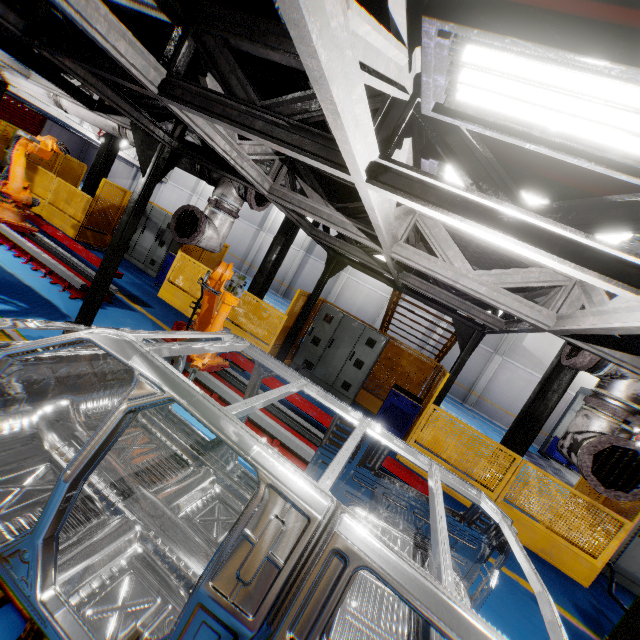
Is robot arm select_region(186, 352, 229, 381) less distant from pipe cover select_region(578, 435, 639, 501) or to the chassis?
the chassis

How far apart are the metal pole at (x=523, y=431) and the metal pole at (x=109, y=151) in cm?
1457

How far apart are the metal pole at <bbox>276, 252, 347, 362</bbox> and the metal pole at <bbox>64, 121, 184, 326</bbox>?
3.7 meters

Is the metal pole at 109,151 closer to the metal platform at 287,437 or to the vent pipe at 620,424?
the metal platform at 287,437

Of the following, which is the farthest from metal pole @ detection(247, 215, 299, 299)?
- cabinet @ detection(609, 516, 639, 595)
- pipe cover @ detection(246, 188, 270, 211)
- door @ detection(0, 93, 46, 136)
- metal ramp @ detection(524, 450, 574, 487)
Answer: door @ detection(0, 93, 46, 136)

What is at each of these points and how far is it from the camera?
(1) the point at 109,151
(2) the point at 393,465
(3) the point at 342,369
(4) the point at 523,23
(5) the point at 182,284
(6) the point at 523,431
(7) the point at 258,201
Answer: (1) metal pole, 11.8 meters
(2) metal platform, 5.3 meters
(3) cabinet, 9.0 meters
(4) light, 1.2 meters
(5) metal panel, 9.3 meters
(6) metal pole, 7.4 meters
(7) pipe cover, 5.1 meters

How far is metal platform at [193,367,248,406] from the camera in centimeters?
525cm

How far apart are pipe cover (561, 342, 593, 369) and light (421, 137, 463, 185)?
1.5m
